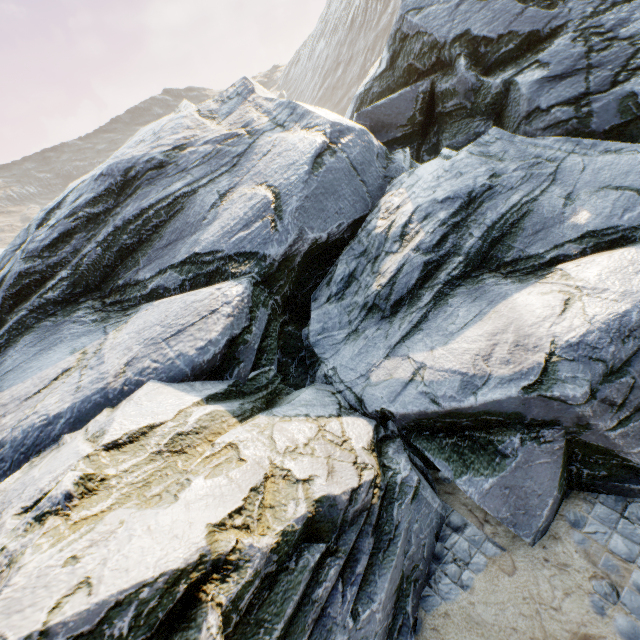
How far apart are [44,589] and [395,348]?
4.7m
